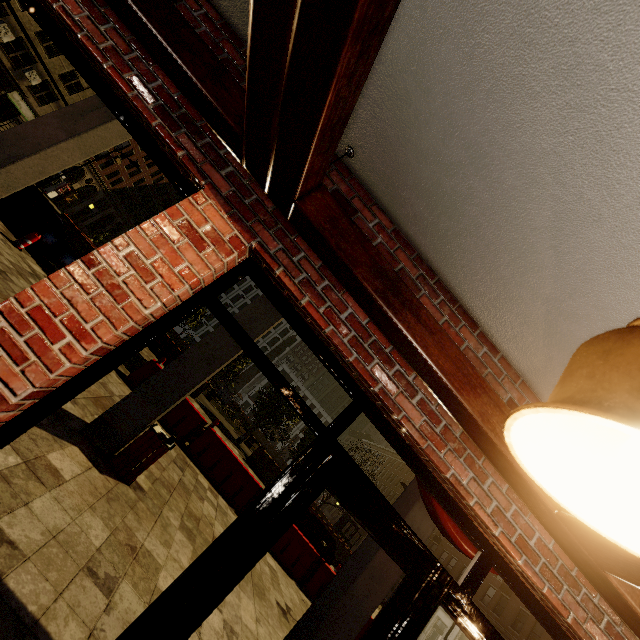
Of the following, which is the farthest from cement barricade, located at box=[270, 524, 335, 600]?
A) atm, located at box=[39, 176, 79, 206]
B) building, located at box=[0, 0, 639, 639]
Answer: atm, located at box=[39, 176, 79, 206]

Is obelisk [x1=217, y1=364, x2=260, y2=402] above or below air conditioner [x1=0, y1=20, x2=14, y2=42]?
below

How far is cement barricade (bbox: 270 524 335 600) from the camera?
9.8m

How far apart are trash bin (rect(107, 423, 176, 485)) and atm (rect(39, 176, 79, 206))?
49.5 meters

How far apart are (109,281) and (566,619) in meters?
3.0 m

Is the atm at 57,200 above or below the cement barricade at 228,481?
above

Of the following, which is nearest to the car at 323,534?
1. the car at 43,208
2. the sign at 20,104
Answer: the car at 43,208

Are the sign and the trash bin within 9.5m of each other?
no
